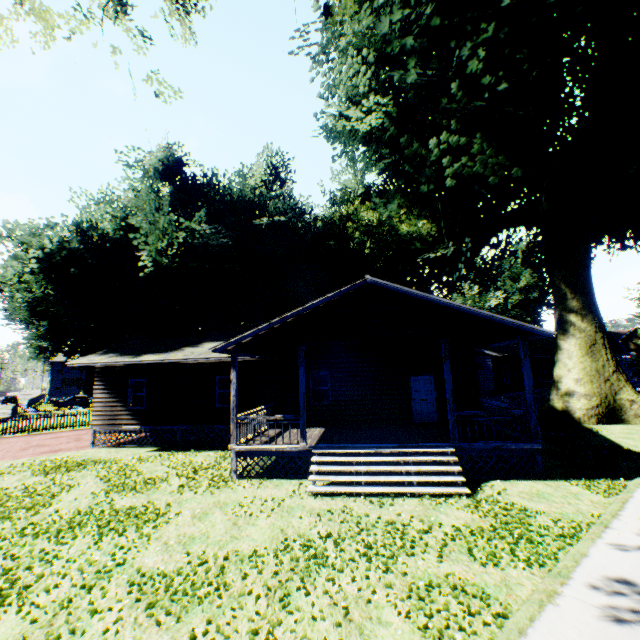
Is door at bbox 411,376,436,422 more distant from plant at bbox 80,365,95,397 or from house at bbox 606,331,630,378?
house at bbox 606,331,630,378

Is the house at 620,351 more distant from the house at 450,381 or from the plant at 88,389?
the house at 450,381

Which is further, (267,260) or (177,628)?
(267,260)

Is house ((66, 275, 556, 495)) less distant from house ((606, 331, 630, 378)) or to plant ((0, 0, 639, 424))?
plant ((0, 0, 639, 424))

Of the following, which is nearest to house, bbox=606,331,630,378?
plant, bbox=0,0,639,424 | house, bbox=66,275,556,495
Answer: plant, bbox=0,0,639,424

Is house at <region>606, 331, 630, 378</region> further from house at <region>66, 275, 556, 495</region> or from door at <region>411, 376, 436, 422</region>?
door at <region>411, 376, 436, 422</region>

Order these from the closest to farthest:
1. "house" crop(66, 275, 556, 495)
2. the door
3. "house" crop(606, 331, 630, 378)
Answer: "house" crop(66, 275, 556, 495) → the door → "house" crop(606, 331, 630, 378)

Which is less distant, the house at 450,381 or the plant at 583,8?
the house at 450,381
